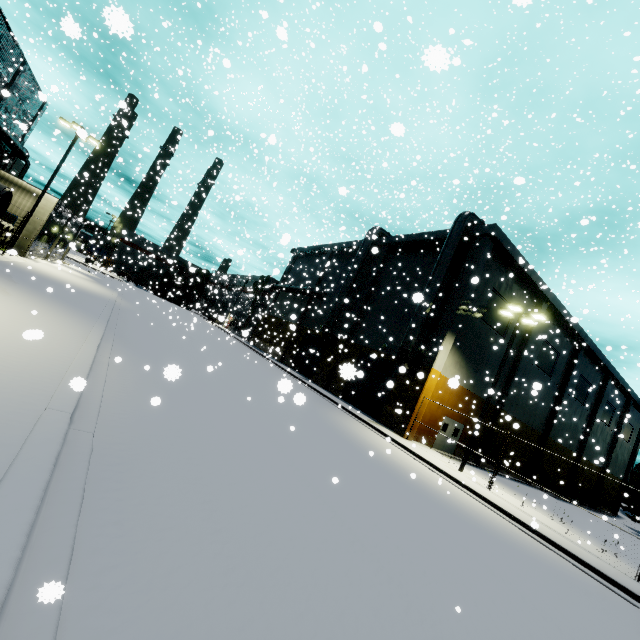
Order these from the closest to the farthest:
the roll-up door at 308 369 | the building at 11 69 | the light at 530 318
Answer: the light at 530 318 < the building at 11 69 < the roll-up door at 308 369

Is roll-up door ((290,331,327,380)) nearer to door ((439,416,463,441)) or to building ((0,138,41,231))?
building ((0,138,41,231))

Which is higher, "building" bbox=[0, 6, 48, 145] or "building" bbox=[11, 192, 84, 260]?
"building" bbox=[0, 6, 48, 145]

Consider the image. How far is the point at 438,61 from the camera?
1.3 meters

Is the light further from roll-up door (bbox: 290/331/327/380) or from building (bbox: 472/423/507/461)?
roll-up door (bbox: 290/331/327/380)

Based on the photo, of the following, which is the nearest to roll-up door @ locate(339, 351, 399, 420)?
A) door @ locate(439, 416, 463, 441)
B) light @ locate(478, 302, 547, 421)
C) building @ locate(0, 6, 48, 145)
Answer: building @ locate(0, 6, 48, 145)

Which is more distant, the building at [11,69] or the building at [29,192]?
the building at [11,69]

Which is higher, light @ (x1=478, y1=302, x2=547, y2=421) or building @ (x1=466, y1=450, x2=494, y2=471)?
light @ (x1=478, y1=302, x2=547, y2=421)
